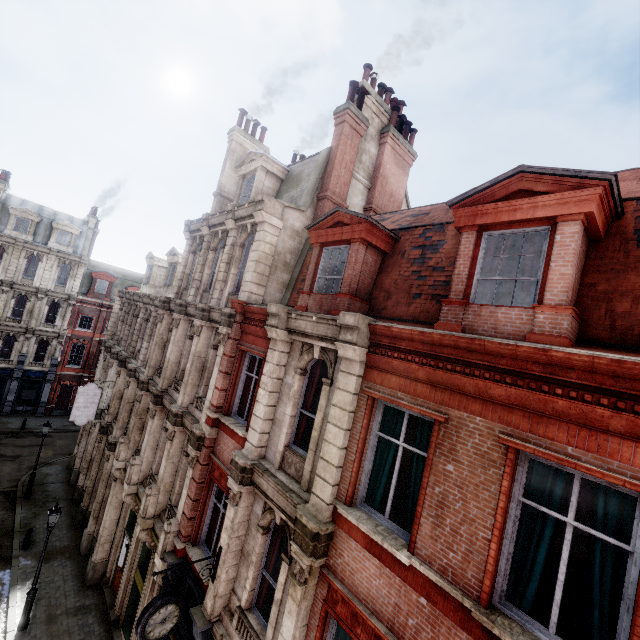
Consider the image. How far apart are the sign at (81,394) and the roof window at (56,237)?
22.2m

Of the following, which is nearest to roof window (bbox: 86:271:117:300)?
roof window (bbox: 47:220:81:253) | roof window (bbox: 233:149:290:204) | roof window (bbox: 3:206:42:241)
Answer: roof window (bbox: 47:220:81:253)

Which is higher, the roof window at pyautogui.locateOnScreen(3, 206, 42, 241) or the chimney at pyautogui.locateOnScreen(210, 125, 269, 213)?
the chimney at pyautogui.locateOnScreen(210, 125, 269, 213)

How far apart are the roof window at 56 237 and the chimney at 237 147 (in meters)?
25.52

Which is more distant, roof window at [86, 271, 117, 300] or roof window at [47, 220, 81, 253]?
roof window at [86, 271, 117, 300]

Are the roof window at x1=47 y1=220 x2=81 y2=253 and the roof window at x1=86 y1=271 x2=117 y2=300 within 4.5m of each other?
yes

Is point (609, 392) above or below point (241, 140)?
below

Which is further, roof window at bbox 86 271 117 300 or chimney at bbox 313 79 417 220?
roof window at bbox 86 271 117 300
